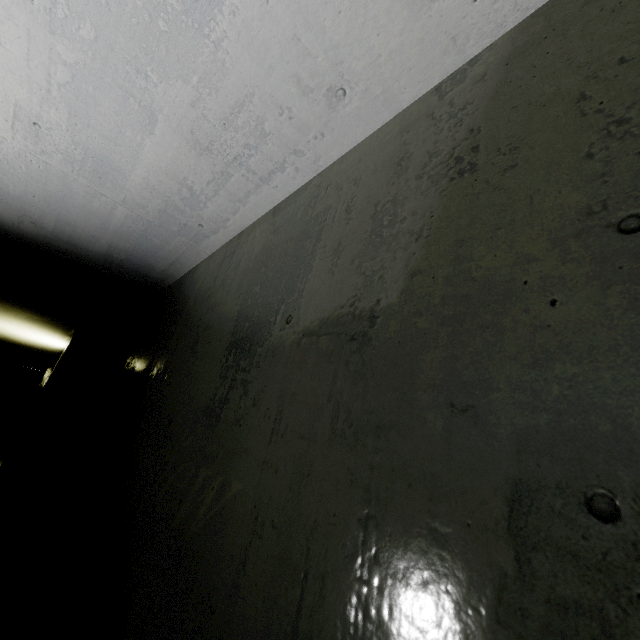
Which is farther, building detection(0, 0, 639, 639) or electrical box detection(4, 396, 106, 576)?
electrical box detection(4, 396, 106, 576)

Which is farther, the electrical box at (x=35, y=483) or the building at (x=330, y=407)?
the electrical box at (x=35, y=483)

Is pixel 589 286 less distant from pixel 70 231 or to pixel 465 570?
pixel 465 570
